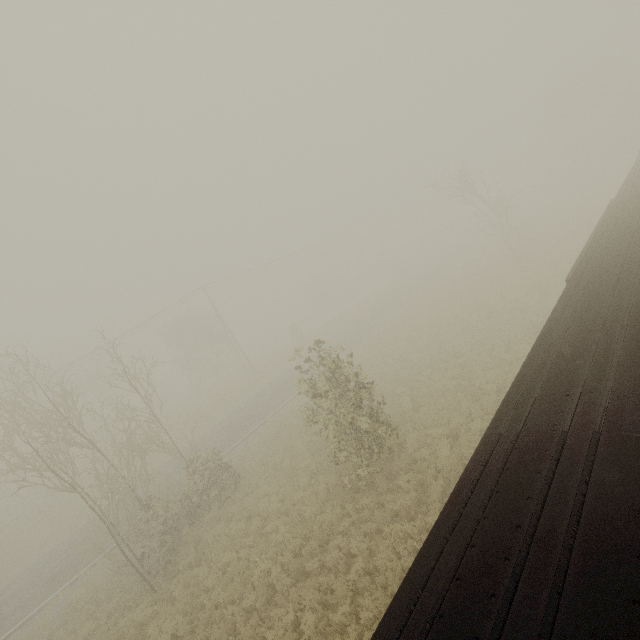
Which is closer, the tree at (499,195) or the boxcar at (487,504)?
the boxcar at (487,504)

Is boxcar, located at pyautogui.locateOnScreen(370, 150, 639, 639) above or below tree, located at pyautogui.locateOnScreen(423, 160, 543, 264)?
below

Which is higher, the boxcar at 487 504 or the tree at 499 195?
the tree at 499 195

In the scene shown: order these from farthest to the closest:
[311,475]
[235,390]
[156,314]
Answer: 1. [235,390]
2. [156,314]
3. [311,475]

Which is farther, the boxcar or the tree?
the tree

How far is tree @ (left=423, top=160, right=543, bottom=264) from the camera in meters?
26.6 m
